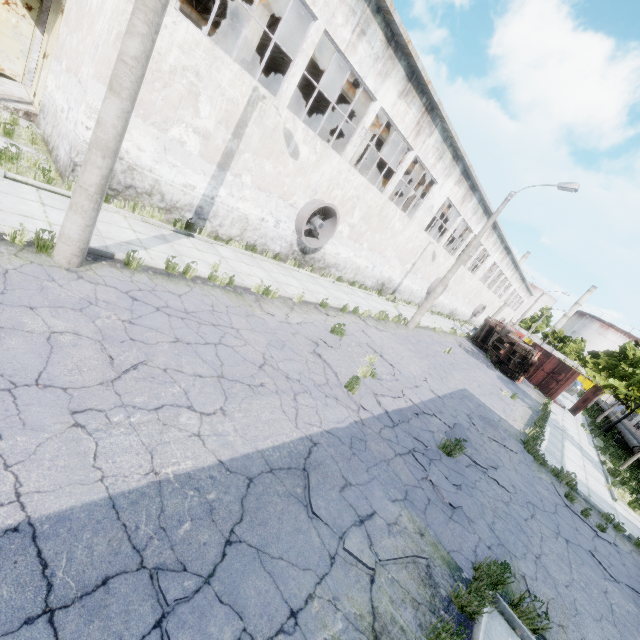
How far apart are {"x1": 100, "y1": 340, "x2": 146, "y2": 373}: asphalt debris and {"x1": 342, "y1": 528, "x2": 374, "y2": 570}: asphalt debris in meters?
3.8 m

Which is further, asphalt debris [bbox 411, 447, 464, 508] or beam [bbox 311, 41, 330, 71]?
beam [bbox 311, 41, 330, 71]

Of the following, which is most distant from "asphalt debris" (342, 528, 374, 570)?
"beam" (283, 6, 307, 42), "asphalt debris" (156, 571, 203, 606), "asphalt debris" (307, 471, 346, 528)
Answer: "beam" (283, 6, 307, 42)

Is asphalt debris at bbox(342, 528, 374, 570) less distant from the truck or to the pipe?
the truck

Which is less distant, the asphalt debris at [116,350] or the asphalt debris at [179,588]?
the asphalt debris at [179,588]

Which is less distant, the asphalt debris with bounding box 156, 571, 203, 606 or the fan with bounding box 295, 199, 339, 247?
the asphalt debris with bounding box 156, 571, 203, 606

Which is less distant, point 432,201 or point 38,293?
point 38,293

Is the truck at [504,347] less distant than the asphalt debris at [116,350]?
No
